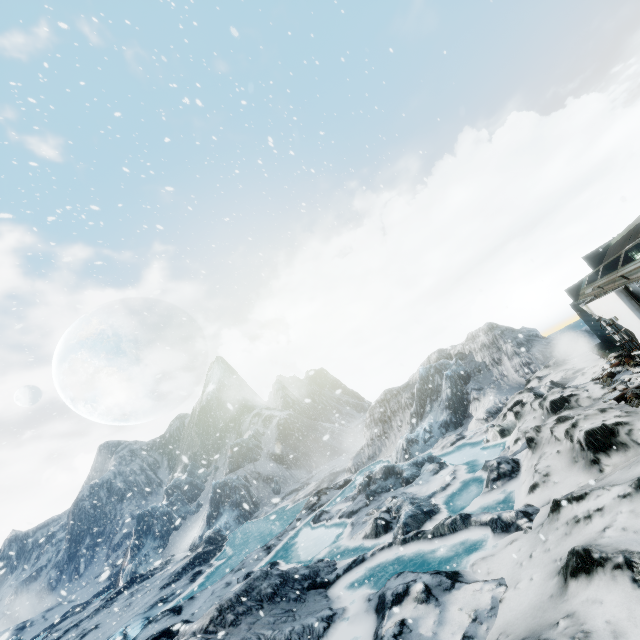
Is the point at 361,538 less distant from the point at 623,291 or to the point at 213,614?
the point at 213,614
